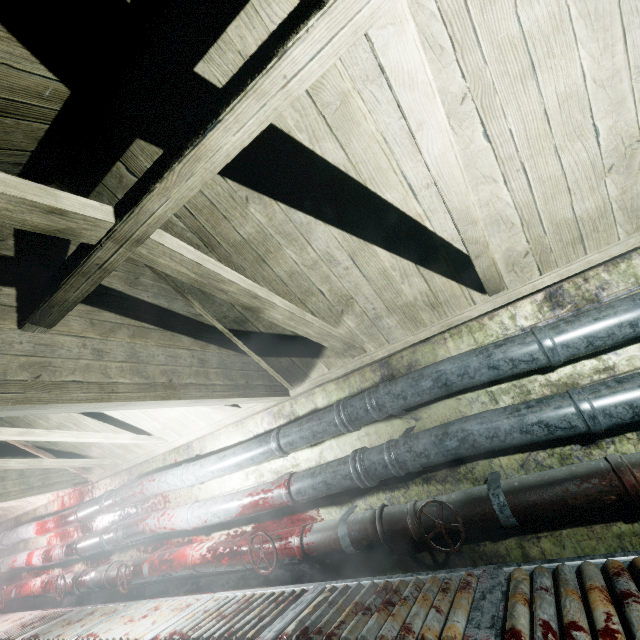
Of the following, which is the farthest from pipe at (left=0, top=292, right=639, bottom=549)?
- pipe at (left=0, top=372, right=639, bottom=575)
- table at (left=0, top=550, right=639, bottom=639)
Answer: table at (left=0, top=550, right=639, bottom=639)

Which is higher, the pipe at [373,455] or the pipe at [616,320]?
the pipe at [616,320]

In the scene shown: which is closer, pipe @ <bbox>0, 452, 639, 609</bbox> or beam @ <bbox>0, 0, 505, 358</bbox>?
beam @ <bbox>0, 0, 505, 358</bbox>

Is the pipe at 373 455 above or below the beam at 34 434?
below

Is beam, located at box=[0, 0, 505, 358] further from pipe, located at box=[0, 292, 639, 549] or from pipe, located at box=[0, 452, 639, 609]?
pipe, located at box=[0, 452, 639, 609]

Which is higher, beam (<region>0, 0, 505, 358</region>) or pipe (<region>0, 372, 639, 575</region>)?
beam (<region>0, 0, 505, 358</region>)

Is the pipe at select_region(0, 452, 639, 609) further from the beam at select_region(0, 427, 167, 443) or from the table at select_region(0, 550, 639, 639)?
the beam at select_region(0, 427, 167, 443)

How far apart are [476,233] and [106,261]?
1.4m
